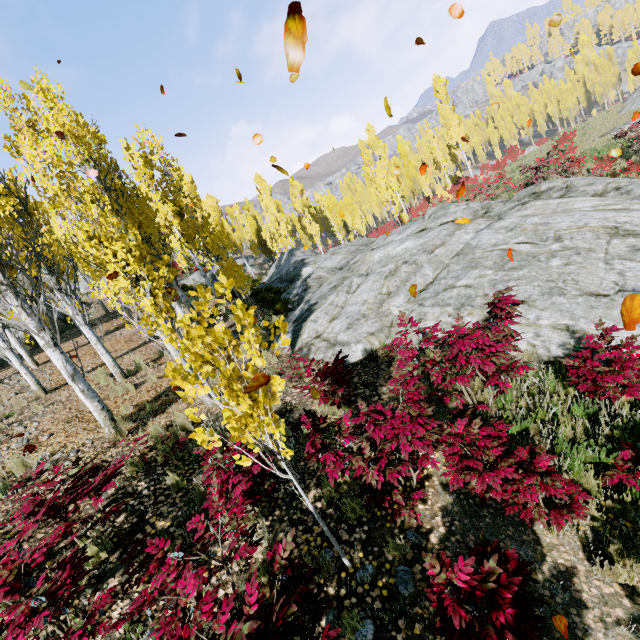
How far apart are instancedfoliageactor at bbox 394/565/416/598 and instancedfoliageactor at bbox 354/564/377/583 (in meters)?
0.18

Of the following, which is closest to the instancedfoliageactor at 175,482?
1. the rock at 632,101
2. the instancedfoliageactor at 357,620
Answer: the rock at 632,101

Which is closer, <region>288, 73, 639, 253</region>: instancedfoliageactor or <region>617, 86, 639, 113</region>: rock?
<region>288, 73, 639, 253</region>: instancedfoliageactor

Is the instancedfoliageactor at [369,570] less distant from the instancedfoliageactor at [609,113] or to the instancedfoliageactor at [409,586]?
the instancedfoliageactor at [409,586]

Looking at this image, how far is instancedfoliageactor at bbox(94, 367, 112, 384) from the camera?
9.5m

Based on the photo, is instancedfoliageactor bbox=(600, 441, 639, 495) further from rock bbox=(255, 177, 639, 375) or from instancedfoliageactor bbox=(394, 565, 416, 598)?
instancedfoliageactor bbox=(394, 565, 416, 598)

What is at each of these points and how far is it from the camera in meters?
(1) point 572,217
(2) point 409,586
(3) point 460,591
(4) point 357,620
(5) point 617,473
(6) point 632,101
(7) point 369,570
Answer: (1) rock, 8.3
(2) instancedfoliageactor, 3.3
(3) instancedfoliageactor, 2.5
(4) instancedfoliageactor, 3.1
(5) instancedfoliageactor, 3.6
(6) rock, 25.4
(7) instancedfoliageactor, 3.5

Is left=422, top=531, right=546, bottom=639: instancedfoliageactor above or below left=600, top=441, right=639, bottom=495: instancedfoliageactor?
above
